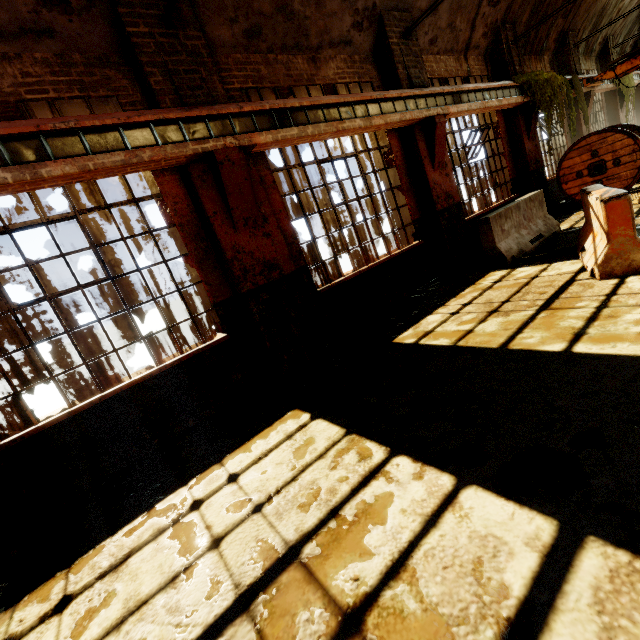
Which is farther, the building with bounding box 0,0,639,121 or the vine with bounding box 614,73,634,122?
the vine with bounding box 614,73,634,122

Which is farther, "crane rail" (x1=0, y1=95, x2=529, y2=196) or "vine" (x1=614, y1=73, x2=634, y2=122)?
"vine" (x1=614, y1=73, x2=634, y2=122)

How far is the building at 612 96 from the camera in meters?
14.6 m

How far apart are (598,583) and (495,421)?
1.2 meters

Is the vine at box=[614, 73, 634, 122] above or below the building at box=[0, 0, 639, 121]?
below

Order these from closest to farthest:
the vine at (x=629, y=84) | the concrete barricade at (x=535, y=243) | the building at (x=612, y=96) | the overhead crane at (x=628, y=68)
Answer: the concrete barricade at (x=535, y=243) < the overhead crane at (x=628, y=68) < the vine at (x=629, y=84) < the building at (x=612, y=96)

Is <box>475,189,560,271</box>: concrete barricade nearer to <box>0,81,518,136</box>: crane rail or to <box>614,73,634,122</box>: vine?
<box>0,81,518,136</box>: crane rail

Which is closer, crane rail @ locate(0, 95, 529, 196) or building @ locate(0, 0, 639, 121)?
crane rail @ locate(0, 95, 529, 196)
